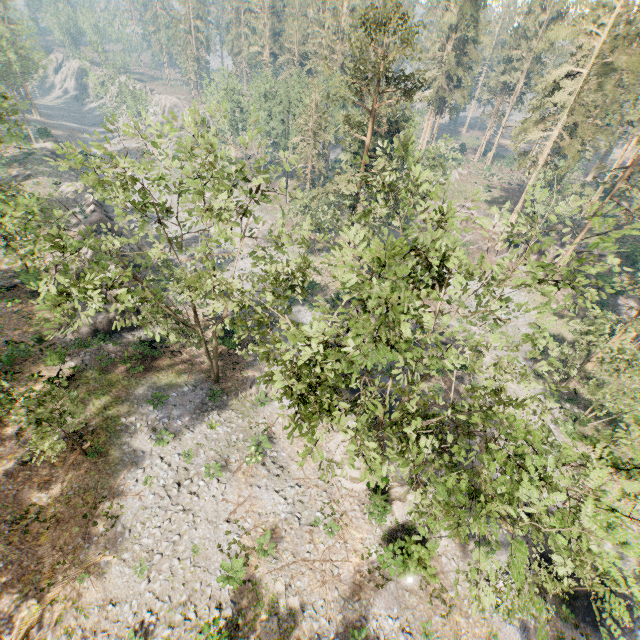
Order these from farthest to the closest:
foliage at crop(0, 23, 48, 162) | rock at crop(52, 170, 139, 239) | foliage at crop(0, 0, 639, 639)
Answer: rock at crop(52, 170, 139, 239)
foliage at crop(0, 23, 48, 162)
foliage at crop(0, 0, 639, 639)

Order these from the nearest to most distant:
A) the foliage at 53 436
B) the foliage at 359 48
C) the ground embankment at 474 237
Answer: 1. the foliage at 359 48
2. the foliage at 53 436
3. the ground embankment at 474 237

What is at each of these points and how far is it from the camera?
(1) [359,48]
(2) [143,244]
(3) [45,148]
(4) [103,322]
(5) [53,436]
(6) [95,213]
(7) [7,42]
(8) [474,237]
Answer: (1) foliage, 24.0m
(2) rock, 41.7m
(3) rock, 58.7m
(4) rock, 26.8m
(5) foliage, 15.7m
(6) rock, 38.7m
(7) foliage, 49.2m
(8) ground embankment, 51.2m

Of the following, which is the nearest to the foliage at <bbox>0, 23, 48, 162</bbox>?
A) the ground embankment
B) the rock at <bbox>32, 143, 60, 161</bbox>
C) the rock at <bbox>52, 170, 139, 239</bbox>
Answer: the ground embankment

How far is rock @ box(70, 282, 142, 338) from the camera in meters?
26.5

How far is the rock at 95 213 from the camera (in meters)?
37.93
